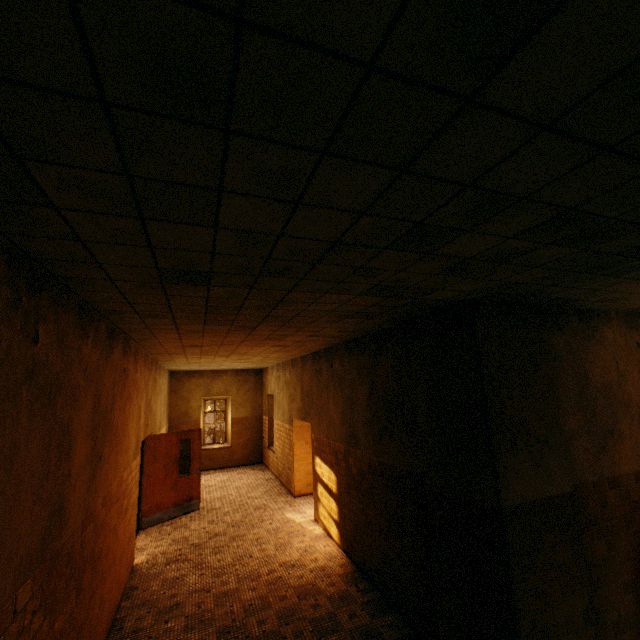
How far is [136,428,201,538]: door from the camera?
7.7m

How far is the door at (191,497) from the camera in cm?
771

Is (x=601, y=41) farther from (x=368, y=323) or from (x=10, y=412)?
(x=368, y=323)
